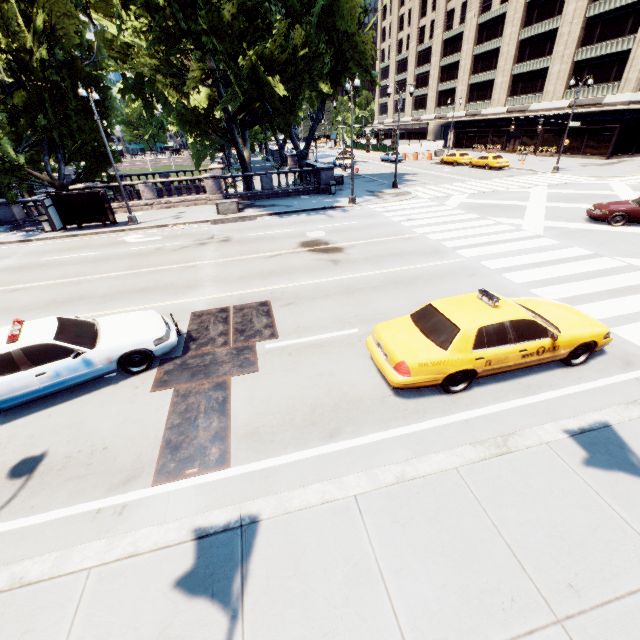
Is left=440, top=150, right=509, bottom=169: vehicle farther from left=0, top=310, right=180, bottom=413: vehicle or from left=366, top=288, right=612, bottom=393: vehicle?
left=0, top=310, right=180, bottom=413: vehicle

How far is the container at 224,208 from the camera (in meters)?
21.94

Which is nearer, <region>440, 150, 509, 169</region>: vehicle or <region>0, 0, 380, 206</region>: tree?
<region>0, 0, 380, 206</region>: tree

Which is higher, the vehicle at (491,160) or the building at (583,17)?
the building at (583,17)

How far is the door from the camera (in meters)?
47.50

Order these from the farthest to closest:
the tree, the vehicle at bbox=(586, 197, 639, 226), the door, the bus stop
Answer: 1. the door
2. the bus stop
3. the tree
4. the vehicle at bbox=(586, 197, 639, 226)

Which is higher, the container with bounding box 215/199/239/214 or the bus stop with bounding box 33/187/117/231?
the bus stop with bounding box 33/187/117/231

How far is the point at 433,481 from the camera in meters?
4.9 m
